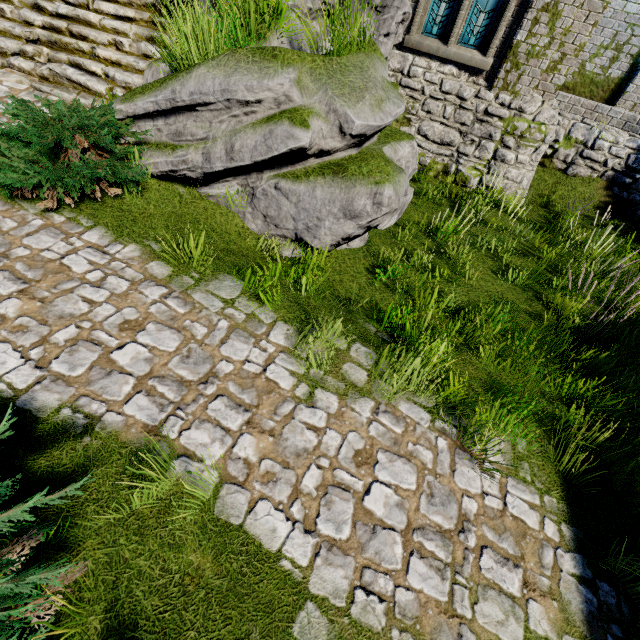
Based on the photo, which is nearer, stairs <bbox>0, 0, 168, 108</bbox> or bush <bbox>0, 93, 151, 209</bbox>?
bush <bbox>0, 93, 151, 209</bbox>

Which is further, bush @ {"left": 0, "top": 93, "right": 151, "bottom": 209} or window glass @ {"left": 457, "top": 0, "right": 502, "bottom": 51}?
window glass @ {"left": 457, "top": 0, "right": 502, "bottom": 51}

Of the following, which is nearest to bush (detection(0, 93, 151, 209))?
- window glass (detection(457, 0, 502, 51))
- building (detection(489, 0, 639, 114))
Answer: building (detection(489, 0, 639, 114))

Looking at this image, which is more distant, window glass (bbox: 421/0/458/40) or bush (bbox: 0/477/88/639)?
window glass (bbox: 421/0/458/40)

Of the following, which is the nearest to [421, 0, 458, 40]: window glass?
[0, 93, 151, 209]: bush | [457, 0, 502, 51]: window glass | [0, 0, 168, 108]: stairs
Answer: [457, 0, 502, 51]: window glass

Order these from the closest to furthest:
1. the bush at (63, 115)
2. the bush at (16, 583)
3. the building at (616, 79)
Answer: the bush at (16, 583) → the bush at (63, 115) → the building at (616, 79)

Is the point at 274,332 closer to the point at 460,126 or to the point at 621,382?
the point at 621,382

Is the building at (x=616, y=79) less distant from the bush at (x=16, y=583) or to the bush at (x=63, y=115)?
the bush at (x=63, y=115)
